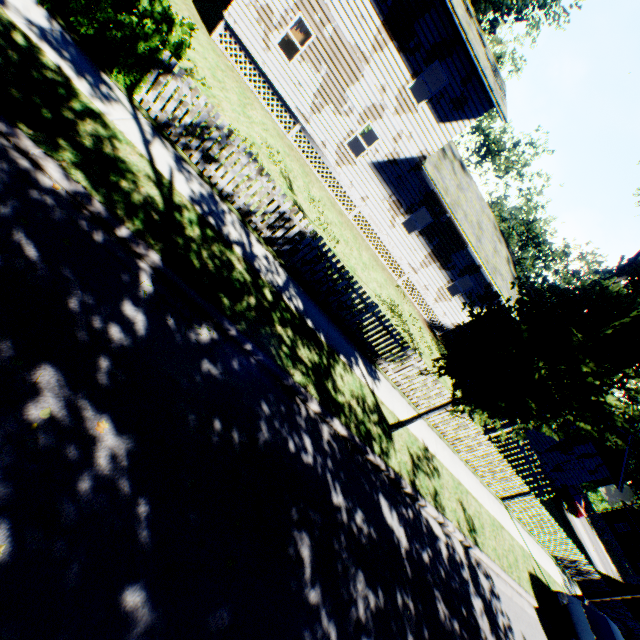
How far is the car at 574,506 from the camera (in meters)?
28.12

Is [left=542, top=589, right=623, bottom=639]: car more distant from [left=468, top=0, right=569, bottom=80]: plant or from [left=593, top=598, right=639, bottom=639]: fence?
[left=468, top=0, right=569, bottom=80]: plant

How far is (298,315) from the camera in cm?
773

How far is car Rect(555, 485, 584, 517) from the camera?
28.1m

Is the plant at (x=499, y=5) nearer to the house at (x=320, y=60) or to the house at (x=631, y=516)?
the house at (x=320, y=60)

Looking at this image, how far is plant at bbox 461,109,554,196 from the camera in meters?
46.8

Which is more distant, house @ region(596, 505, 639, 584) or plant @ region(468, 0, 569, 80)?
house @ region(596, 505, 639, 584)

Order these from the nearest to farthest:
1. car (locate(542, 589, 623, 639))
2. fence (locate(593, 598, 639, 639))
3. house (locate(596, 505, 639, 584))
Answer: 1. car (locate(542, 589, 623, 639))
2. fence (locate(593, 598, 639, 639))
3. house (locate(596, 505, 639, 584))
